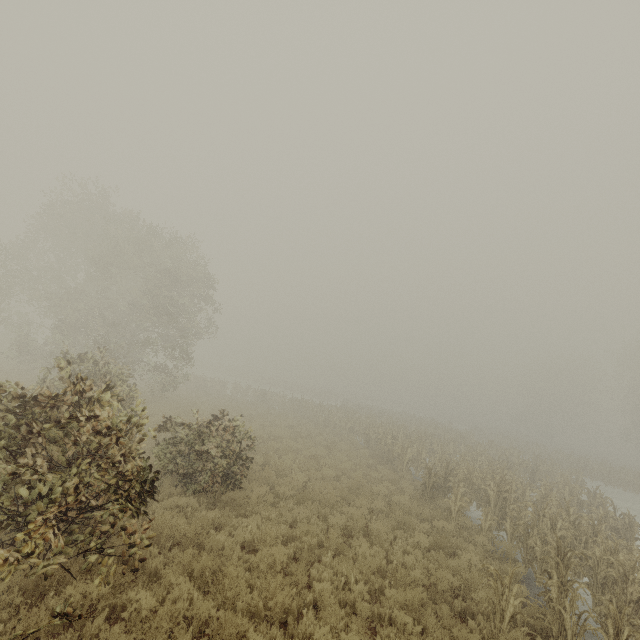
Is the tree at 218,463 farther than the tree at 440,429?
No

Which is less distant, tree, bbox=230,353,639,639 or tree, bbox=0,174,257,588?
tree, bbox=0,174,257,588

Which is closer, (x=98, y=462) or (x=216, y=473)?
(x=98, y=462)
